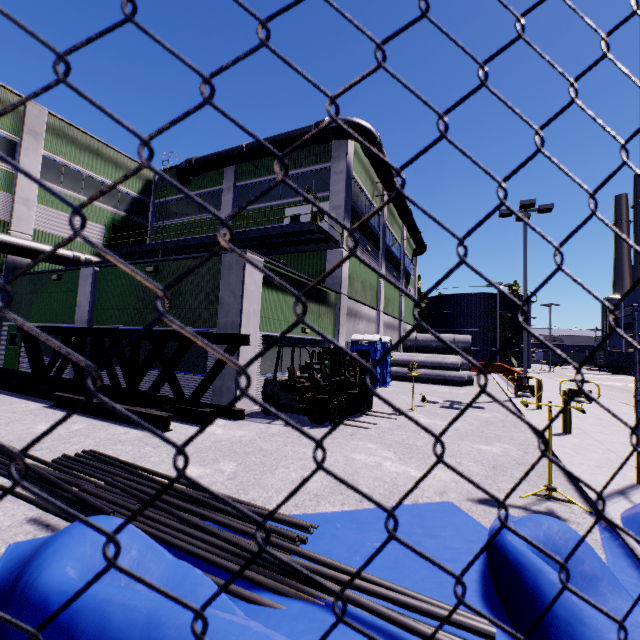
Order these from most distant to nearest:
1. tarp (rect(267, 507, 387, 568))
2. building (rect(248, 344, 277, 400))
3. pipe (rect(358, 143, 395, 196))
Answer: pipe (rect(358, 143, 395, 196)), building (rect(248, 344, 277, 400)), tarp (rect(267, 507, 387, 568))

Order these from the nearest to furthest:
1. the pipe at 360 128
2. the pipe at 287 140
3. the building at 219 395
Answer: the building at 219 395, the pipe at 360 128, the pipe at 287 140

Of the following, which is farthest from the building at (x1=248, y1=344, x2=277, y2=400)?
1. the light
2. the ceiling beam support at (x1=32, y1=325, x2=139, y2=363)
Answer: the light

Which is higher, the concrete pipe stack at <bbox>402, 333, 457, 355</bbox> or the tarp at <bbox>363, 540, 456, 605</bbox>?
the concrete pipe stack at <bbox>402, 333, 457, 355</bbox>

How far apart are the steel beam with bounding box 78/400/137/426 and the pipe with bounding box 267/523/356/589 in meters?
1.5 m

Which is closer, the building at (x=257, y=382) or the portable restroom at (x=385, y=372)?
the building at (x=257, y=382)

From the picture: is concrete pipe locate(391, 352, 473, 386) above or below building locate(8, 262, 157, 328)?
below

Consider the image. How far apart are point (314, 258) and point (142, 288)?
9.2 meters
